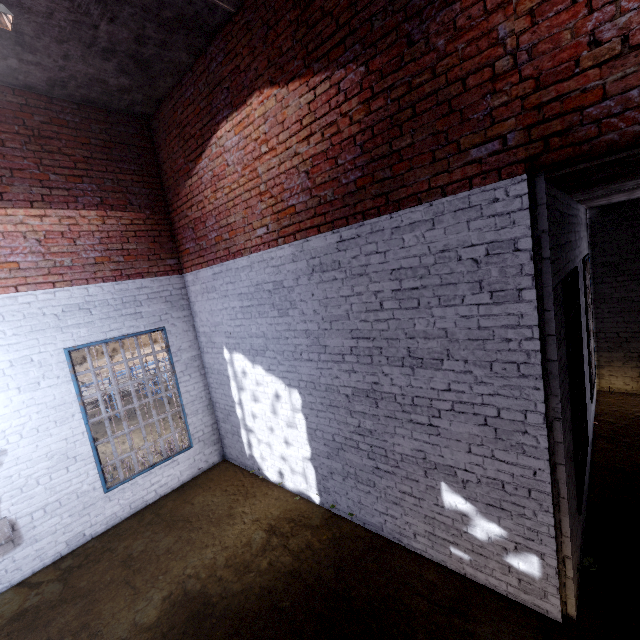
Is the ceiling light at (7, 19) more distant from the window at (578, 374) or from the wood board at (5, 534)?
the window at (578, 374)

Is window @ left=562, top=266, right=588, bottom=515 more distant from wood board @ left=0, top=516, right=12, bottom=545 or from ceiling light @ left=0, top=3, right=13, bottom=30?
wood board @ left=0, top=516, right=12, bottom=545

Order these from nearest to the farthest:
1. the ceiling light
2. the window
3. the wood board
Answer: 1. the ceiling light
2. the window
3. the wood board

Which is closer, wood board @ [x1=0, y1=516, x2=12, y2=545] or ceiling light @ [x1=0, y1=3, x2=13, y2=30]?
ceiling light @ [x1=0, y1=3, x2=13, y2=30]

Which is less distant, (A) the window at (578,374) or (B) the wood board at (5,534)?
(A) the window at (578,374)

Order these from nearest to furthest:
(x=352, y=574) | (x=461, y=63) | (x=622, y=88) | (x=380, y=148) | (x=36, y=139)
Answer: (x=622, y=88)
(x=461, y=63)
(x=380, y=148)
(x=352, y=574)
(x=36, y=139)

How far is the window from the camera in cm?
323
